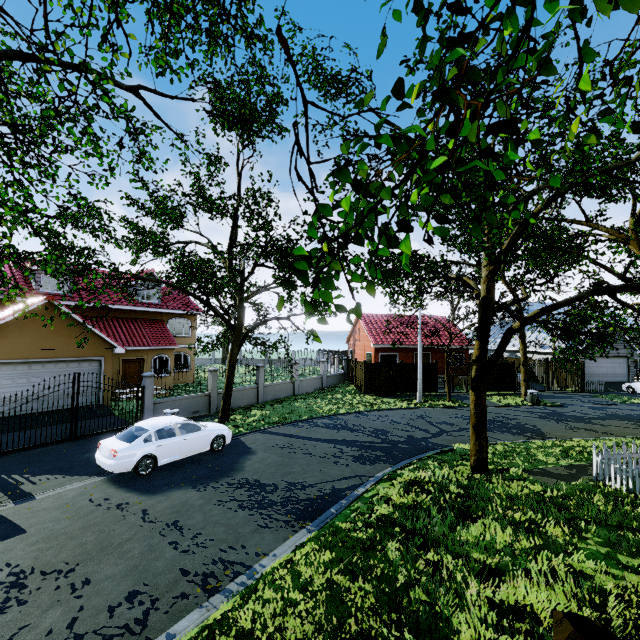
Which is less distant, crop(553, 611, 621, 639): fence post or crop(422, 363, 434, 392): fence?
crop(553, 611, 621, 639): fence post

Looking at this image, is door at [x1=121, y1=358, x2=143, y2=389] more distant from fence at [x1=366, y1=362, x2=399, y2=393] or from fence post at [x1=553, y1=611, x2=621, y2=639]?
fence post at [x1=553, y1=611, x2=621, y2=639]

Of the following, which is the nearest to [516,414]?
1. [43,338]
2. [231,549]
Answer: [231,549]

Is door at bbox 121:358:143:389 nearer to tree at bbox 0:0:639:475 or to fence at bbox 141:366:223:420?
tree at bbox 0:0:639:475

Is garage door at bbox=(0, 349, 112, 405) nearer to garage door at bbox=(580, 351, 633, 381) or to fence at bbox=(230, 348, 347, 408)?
fence at bbox=(230, 348, 347, 408)

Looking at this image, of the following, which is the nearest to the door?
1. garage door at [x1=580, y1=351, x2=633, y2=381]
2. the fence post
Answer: the fence post

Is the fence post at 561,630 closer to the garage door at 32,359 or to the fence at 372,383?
the fence at 372,383

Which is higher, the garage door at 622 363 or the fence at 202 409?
the garage door at 622 363
